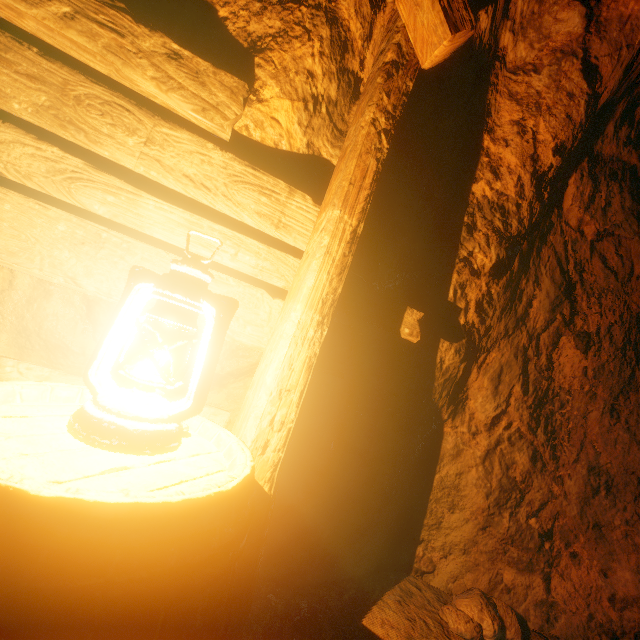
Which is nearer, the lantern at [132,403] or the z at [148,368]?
the lantern at [132,403]

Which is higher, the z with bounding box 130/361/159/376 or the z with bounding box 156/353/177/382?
the z with bounding box 156/353/177/382

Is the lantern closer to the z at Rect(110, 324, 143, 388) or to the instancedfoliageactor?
the z at Rect(110, 324, 143, 388)

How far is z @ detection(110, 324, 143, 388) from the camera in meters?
1.6

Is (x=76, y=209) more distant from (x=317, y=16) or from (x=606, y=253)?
(x=606, y=253)

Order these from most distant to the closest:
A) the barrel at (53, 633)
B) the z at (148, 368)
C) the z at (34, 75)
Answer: the z at (148, 368)
the z at (34, 75)
the barrel at (53, 633)

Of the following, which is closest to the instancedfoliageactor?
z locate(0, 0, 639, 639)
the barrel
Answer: z locate(0, 0, 639, 639)

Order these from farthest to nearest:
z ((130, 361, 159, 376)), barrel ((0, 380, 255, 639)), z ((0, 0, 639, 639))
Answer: z ((130, 361, 159, 376))
z ((0, 0, 639, 639))
barrel ((0, 380, 255, 639))
